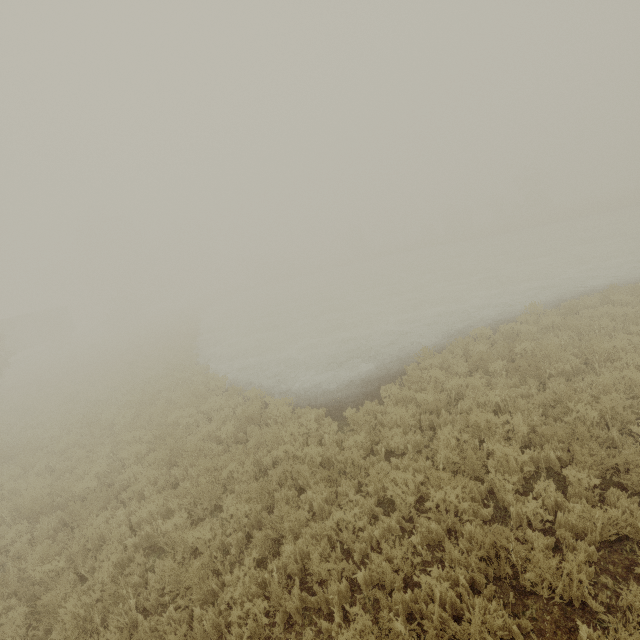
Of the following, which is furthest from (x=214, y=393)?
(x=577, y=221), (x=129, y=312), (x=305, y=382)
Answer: (x=577, y=221)
